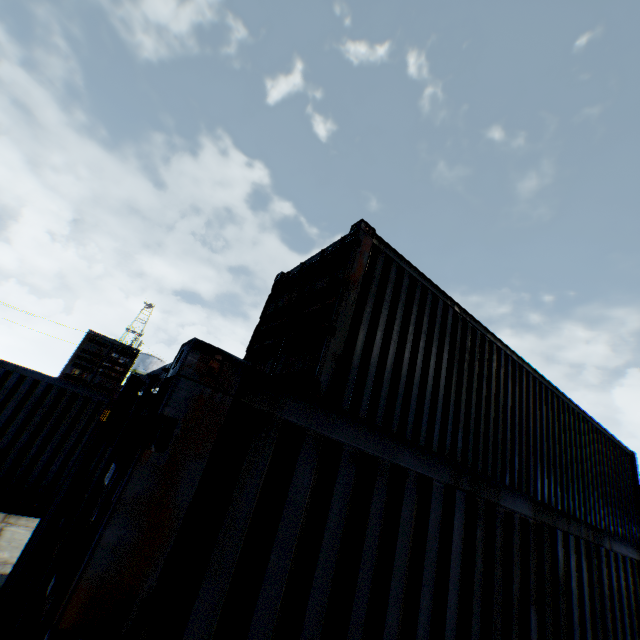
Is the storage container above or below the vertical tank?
→ below

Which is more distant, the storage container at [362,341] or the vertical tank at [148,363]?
the vertical tank at [148,363]

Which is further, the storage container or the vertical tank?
the vertical tank

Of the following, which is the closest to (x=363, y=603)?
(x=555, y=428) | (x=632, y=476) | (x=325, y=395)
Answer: (x=325, y=395)

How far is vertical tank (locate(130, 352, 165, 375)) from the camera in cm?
5084

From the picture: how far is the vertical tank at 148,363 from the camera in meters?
50.8
